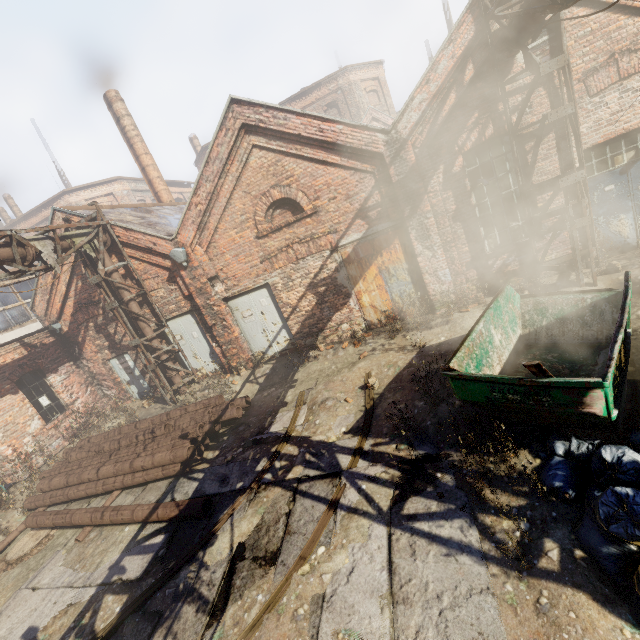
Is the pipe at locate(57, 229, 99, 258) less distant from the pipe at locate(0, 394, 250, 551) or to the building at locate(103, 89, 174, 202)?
the pipe at locate(0, 394, 250, 551)

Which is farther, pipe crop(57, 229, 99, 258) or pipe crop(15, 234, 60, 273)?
pipe crop(57, 229, 99, 258)

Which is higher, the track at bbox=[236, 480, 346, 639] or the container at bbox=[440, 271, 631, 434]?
the container at bbox=[440, 271, 631, 434]

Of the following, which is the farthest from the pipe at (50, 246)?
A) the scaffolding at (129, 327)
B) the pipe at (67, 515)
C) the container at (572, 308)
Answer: the pipe at (67, 515)

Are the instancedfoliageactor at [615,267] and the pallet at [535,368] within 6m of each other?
yes

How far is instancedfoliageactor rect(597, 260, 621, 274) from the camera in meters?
7.6

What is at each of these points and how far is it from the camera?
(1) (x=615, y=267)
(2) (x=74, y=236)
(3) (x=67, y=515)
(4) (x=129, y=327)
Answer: (1) instancedfoliageactor, 7.6 meters
(2) pipe, 9.2 meters
(3) pipe, 6.8 meters
(4) scaffolding, 10.3 meters

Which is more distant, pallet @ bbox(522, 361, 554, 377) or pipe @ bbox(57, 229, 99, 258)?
pipe @ bbox(57, 229, 99, 258)
